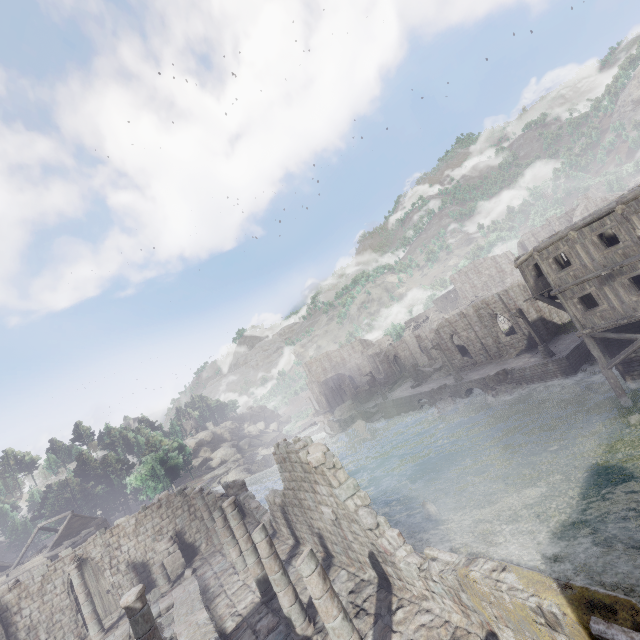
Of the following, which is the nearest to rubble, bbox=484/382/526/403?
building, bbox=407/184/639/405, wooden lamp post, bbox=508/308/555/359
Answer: wooden lamp post, bbox=508/308/555/359

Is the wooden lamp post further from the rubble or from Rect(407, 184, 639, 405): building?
Rect(407, 184, 639, 405): building

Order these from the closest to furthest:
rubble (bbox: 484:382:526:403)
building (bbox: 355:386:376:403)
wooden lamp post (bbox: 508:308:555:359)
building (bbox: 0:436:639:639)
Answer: building (bbox: 0:436:639:639) < wooden lamp post (bbox: 508:308:555:359) < rubble (bbox: 484:382:526:403) < building (bbox: 355:386:376:403)

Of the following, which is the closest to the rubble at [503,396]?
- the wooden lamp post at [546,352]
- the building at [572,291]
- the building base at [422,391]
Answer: the building base at [422,391]

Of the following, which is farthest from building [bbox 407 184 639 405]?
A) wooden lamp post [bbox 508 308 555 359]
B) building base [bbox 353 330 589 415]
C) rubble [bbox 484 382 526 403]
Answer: rubble [bbox 484 382 526 403]

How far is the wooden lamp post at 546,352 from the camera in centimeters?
2708cm

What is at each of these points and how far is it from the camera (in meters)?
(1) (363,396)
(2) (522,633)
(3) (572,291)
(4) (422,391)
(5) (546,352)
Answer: (1) building, 58.72
(2) building, 6.35
(3) building, 18.98
(4) building base, 40.25
(5) wooden lamp post, 27.03
